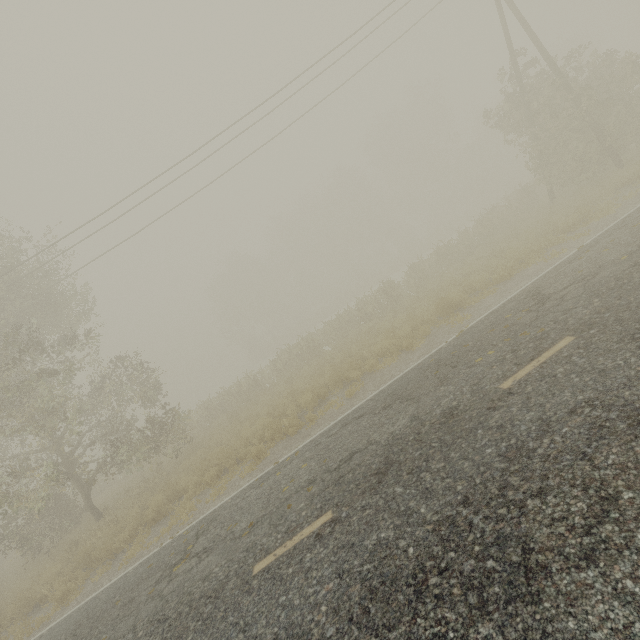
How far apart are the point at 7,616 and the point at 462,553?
15.9 meters
